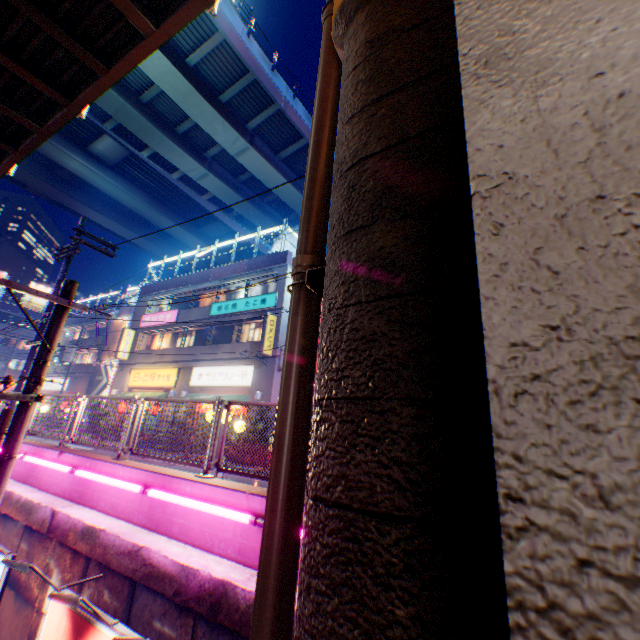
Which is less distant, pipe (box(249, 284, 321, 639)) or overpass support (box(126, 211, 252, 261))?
pipe (box(249, 284, 321, 639))

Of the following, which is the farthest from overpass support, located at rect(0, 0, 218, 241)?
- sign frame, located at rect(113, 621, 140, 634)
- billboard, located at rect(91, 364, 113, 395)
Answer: billboard, located at rect(91, 364, 113, 395)

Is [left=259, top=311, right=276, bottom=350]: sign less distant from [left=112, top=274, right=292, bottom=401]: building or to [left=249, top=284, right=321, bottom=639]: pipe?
[left=112, top=274, right=292, bottom=401]: building

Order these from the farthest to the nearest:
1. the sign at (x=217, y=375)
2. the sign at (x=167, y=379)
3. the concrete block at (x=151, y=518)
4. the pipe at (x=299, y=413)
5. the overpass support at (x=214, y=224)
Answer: the overpass support at (x=214, y=224) → the sign at (x=167, y=379) → the sign at (x=217, y=375) → the concrete block at (x=151, y=518) → the pipe at (x=299, y=413)

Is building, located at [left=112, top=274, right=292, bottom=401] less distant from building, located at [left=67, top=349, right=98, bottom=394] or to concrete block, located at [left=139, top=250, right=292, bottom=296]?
concrete block, located at [left=139, top=250, right=292, bottom=296]

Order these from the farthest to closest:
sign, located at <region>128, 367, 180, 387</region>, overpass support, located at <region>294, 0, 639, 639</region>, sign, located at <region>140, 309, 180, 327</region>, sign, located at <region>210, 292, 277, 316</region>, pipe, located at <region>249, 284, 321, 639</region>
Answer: sign, located at <region>140, 309, 180, 327</region> → sign, located at <region>128, 367, 180, 387</region> → sign, located at <region>210, 292, 277, 316</region> → pipe, located at <region>249, 284, 321, 639</region> → overpass support, located at <region>294, 0, 639, 639</region>

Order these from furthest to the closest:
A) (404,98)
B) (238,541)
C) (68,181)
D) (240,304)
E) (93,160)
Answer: (68,181), (93,160), (240,304), (238,541), (404,98)

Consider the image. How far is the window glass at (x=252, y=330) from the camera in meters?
20.6
